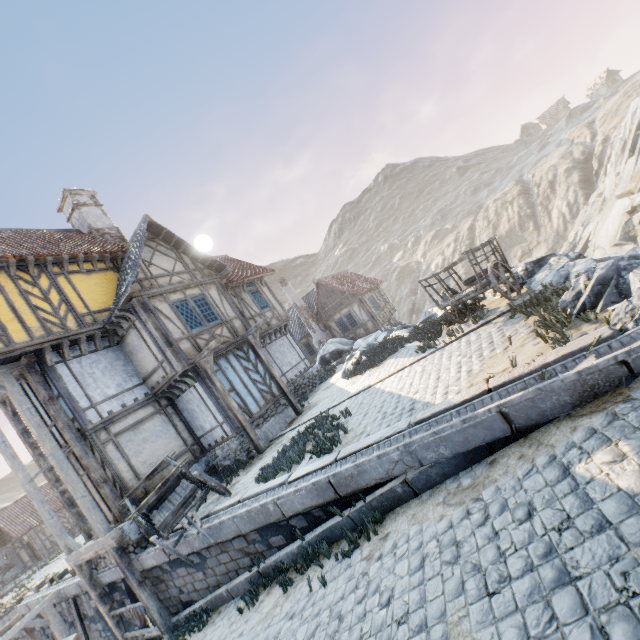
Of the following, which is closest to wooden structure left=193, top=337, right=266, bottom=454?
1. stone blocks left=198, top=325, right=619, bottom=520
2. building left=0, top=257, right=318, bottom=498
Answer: building left=0, top=257, right=318, bottom=498

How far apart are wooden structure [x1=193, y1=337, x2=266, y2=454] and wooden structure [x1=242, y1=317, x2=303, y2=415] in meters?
2.3

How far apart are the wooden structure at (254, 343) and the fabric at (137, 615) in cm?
713

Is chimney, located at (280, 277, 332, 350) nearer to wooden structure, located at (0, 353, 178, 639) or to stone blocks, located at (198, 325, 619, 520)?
A: stone blocks, located at (198, 325, 619, 520)

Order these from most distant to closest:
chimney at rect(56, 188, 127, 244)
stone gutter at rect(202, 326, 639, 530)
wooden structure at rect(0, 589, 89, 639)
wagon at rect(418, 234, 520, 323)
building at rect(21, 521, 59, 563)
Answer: building at rect(21, 521, 59, 563), chimney at rect(56, 188, 127, 244), wooden structure at rect(0, 589, 89, 639), wagon at rect(418, 234, 520, 323), stone gutter at rect(202, 326, 639, 530)

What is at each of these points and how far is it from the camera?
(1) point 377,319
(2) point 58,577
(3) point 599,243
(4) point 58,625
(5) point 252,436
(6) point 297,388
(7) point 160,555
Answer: (1) building, 25.0m
(2) stone blocks, 12.9m
(3) rock, 29.3m
(4) wooden structure, 11.5m
(5) wooden structure, 11.2m
(6) stone foundation, 16.7m
(7) stone blocks, 8.6m

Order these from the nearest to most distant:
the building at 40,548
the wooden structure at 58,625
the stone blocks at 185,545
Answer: the stone blocks at 185,545 → the wooden structure at 58,625 → the building at 40,548

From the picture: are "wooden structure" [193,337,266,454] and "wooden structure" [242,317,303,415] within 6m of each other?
yes
